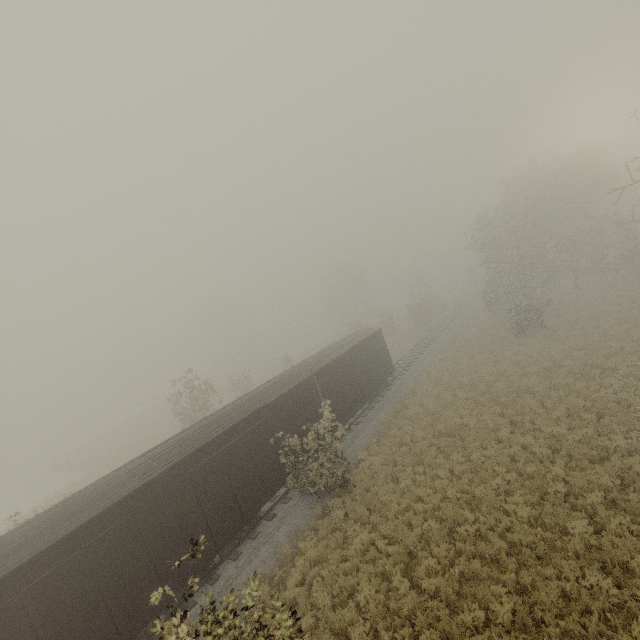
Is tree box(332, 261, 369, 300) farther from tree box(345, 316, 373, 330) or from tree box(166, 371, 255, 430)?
tree box(345, 316, 373, 330)

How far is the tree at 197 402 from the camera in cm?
2516

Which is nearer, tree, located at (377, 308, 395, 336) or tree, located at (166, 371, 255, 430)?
tree, located at (166, 371, 255, 430)

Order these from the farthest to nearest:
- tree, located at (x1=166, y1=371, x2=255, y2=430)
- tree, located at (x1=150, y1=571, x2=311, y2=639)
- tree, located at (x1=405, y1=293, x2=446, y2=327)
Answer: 1. tree, located at (x1=405, y1=293, x2=446, y2=327)
2. tree, located at (x1=166, y1=371, x2=255, y2=430)
3. tree, located at (x1=150, y1=571, x2=311, y2=639)

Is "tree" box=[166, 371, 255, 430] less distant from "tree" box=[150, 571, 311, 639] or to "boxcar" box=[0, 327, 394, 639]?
"boxcar" box=[0, 327, 394, 639]

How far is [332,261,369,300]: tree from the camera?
57.2m

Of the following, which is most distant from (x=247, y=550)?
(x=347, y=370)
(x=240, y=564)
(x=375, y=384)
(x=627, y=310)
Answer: (x=627, y=310)

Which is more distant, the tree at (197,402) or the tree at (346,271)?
the tree at (346,271)
